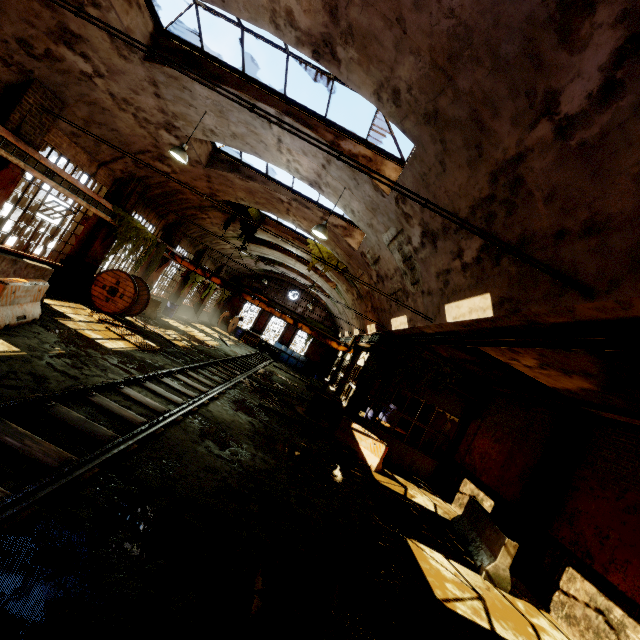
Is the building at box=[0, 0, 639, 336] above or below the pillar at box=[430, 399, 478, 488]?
above

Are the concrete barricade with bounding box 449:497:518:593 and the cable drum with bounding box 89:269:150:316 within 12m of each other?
no

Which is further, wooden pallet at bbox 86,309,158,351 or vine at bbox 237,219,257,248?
vine at bbox 237,219,257,248

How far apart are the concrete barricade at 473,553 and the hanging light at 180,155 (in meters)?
13.09

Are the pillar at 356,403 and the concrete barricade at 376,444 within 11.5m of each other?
yes

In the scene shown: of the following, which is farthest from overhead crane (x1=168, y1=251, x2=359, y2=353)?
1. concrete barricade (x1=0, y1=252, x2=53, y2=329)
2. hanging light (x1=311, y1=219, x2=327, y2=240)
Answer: concrete barricade (x1=0, y1=252, x2=53, y2=329)

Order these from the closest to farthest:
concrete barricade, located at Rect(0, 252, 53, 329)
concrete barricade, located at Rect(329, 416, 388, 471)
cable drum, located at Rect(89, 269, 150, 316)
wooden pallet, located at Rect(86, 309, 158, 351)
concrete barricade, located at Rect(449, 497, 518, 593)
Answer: concrete barricade, located at Rect(0, 252, 53, 329) → concrete barricade, located at Rect(449, 497, 518, 593) → wooden pallet, located at Rect(86, 309, 158, 351) → concrete barricade, located at Rect(329, 416, 388, 471) → cable drum, located at Rect(89, 269, 150, 316)

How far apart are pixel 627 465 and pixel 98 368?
12.8m
